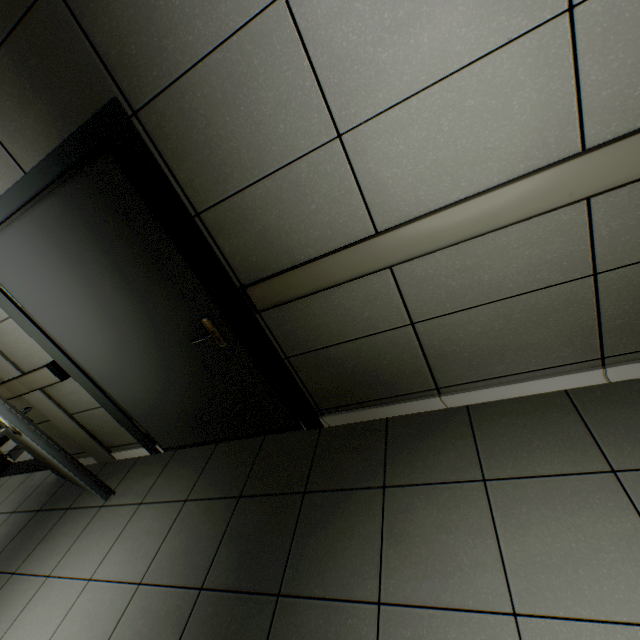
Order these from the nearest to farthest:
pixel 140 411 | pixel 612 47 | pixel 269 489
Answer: pixel 612 47 → pixel 269 489 → pixel 140 411

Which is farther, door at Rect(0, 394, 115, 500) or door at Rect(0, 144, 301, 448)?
door at Rect(0, 394, 115, 500)

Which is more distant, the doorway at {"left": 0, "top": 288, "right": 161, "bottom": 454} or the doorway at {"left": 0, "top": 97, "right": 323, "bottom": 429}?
the doorway at {"left": 0, "top": 288, "right": 161, "bottom": 454}

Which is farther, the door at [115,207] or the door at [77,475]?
the door at [77,475]

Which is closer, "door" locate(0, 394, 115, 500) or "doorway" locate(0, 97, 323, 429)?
"doorway" locate(0, 97, 323, 429)

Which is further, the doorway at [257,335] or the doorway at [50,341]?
the doorway at [50,341]

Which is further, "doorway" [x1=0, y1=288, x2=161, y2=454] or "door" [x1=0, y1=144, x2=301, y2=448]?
"doorway" [x1=0, y1=288, x2=161, y2=454]
